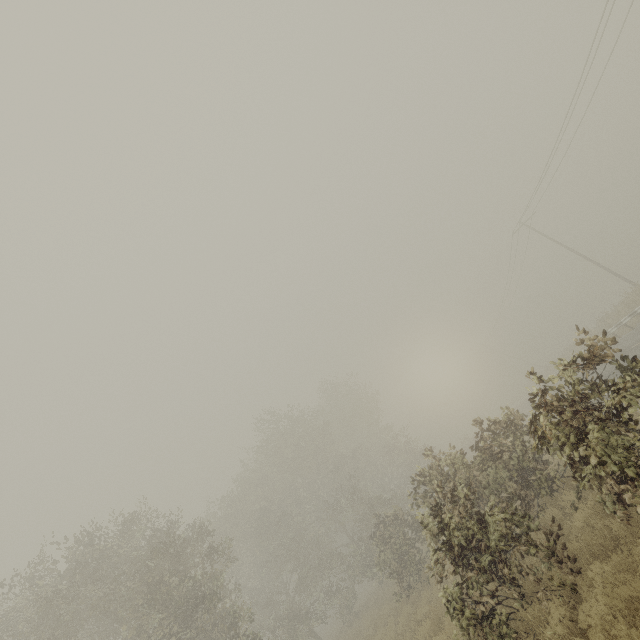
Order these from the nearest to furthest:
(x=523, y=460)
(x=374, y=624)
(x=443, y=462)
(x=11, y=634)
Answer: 1. (x=523, y=460)
2. (x=443, y=462)
3. (x=11, y=634)
4. (x=374, y=624)
